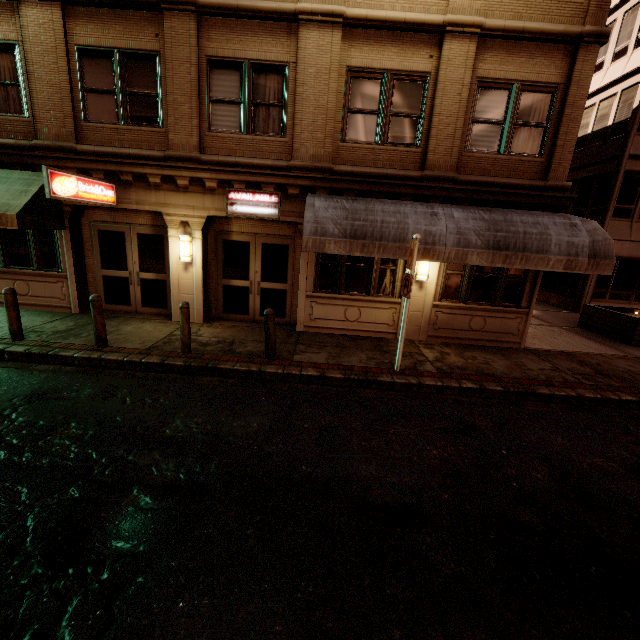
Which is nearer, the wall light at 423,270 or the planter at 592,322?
the wall light at 423,270

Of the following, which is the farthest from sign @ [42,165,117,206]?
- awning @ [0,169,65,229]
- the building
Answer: awning @ [0,169,65,229]

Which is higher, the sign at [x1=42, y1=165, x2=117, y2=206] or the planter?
the sign at [x1=42, y1=165, x2=117, y2=206]

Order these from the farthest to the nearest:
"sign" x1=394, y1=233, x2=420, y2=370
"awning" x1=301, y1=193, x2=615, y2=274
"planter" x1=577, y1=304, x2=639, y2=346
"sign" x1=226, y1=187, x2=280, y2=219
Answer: "planter" x1=577, y1=304, x2=639, y2=346 → "sign" x1=226, y1=187, x2=280, y2=219 → "awning" x1=301, y1=193, x2=615, y2=274 → "sign" x1=394, y1=233, x2=420, y2=370

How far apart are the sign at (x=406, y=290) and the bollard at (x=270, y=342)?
2.80m

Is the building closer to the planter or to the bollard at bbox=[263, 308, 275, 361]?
the bollard at bbox=[263, 308, 275, 361]

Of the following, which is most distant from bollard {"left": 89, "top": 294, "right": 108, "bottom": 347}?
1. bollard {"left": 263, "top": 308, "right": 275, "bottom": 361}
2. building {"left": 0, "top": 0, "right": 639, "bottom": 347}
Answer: bollard {"left": 263, "top": 308, "right": 275, "bottom": 361}

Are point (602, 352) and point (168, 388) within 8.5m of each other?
no
